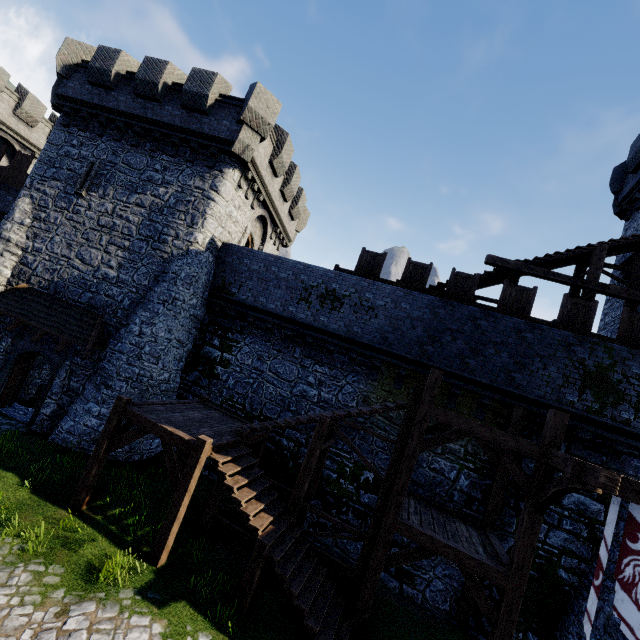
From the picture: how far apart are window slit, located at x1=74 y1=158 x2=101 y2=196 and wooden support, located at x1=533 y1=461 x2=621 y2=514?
20.08m

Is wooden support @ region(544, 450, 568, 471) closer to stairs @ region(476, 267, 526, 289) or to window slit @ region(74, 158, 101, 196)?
stairs @ region(476, 267, 526, 289)

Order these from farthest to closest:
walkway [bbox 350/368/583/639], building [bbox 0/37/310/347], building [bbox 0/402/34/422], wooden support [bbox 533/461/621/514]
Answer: building [bbox 0/37/310/347] < building [bbox 0/402/34/422] < walkway [bbox 350/368/583/639] < wooden support [bbox 533/461/621/514]

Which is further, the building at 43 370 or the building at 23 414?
the building at 43 370

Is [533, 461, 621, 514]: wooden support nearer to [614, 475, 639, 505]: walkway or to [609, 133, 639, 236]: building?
[614, 475, 639, 505]: walkway

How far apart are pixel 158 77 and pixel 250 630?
20.12m

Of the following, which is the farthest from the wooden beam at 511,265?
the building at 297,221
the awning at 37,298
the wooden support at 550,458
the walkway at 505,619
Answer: the awning at 37,298
